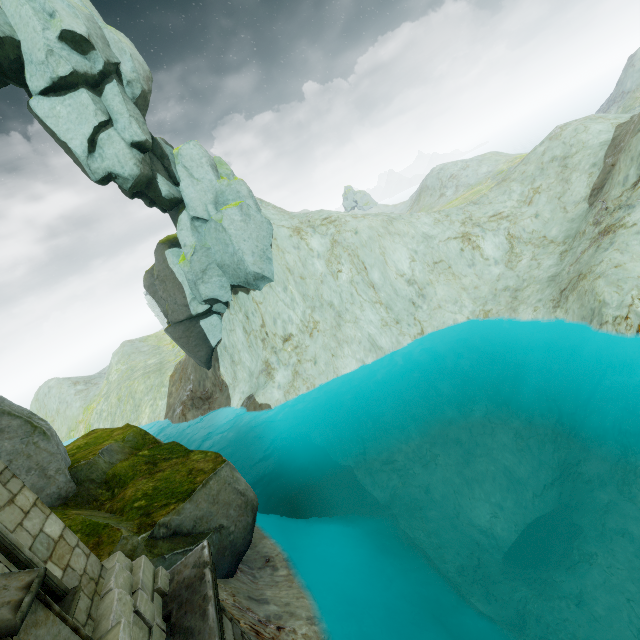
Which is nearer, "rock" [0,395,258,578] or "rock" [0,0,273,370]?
"rock" [0,395,258,578]

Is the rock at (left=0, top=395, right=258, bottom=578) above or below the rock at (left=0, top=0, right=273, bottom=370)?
below

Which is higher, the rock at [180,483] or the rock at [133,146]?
the rock at [133,146]

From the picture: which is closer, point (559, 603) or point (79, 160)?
point (559, 603)

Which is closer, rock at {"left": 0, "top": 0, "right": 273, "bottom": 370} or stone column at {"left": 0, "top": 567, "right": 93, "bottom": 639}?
stone column at {"left": 0, "top": 567, "right": 93, "bottom": 639}

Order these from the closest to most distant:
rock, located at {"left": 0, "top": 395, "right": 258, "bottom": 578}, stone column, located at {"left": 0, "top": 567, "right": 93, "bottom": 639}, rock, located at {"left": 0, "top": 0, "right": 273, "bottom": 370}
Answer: stone column, located at {"left": 0, "top": 567, "right": 93, "bottom": 639} < rock, located at {"left": 0, "top": 395, "right": 258, "bottom": 578} < rock, located at {"left": 0, "top": 0, "right": 273, "bottom": 370}

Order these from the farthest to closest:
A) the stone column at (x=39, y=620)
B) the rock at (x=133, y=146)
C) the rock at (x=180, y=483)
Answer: the rock at (x=133, y=146) → the rock at (x=180, y=483) → the stone column at (x=39, y=620)
